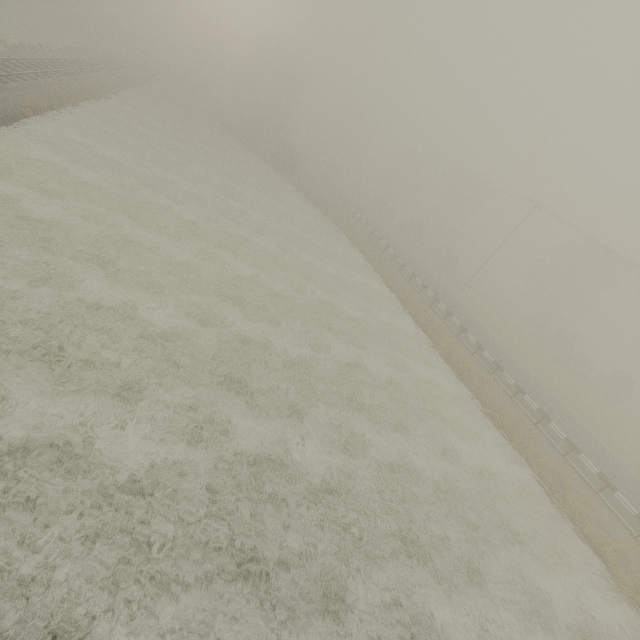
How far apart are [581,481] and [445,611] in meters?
13.1 m
